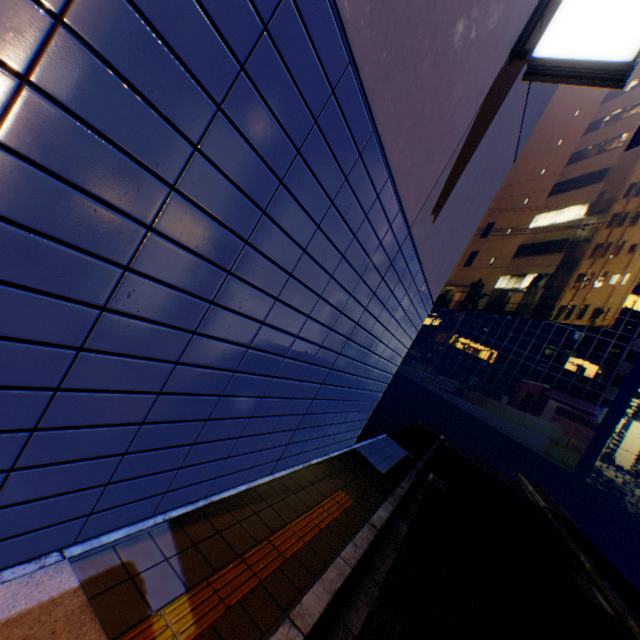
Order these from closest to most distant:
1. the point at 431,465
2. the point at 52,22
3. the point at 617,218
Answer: the point at 52,22
the point at 431,465
the point at 617,218

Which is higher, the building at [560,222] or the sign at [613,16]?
the building at [560,222]

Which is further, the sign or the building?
the building

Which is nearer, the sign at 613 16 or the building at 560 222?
the sign at 613 16

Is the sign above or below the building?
below
